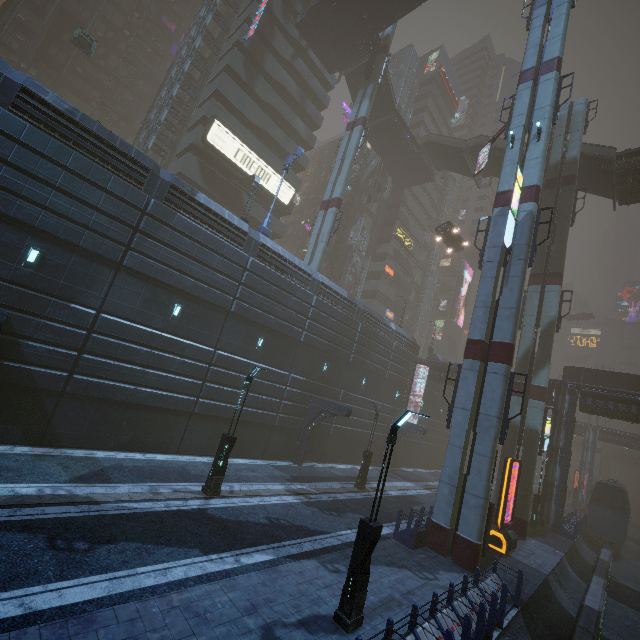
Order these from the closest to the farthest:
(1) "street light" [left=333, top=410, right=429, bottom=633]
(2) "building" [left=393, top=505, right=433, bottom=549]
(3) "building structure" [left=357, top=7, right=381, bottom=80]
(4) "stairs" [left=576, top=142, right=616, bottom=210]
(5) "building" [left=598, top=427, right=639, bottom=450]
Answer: (1) "street light" [left=333, top=410, right=429, bottom=633] → (2) "building" [left=393, top=505, right=433, bottom=549] → (4) "stairs" [left=576, top=142, right=616, bottom=210] → (3) "building structure" [left=357, top=7, right=381, bottom=80] → (5) "building" [left=598, top=427, right=639, bottom=450]

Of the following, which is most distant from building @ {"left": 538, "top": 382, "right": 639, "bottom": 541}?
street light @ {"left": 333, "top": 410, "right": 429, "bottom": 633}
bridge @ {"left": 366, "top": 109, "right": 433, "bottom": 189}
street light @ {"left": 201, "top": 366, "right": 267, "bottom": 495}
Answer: street light @ {"left": 201, "top": 366, "right": 267, "bottom": 495}

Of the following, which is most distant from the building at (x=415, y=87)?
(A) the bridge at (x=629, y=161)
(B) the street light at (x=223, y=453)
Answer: (B) the street light at (x=223, y=453)

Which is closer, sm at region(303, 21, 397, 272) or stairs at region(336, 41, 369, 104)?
sm at region(303, 21, 397, 272)

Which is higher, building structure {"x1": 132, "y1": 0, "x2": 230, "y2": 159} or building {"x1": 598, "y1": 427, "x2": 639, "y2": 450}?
building structure {"x1": 132, "y1": 0, "x2": 230, "y2": 159}

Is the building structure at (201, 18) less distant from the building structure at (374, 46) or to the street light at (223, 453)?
the building structure at (374, 46)

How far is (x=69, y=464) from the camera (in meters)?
12.48

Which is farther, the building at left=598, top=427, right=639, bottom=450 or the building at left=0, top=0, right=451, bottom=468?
the building at left=598, top=427, right=639, bottom=450
